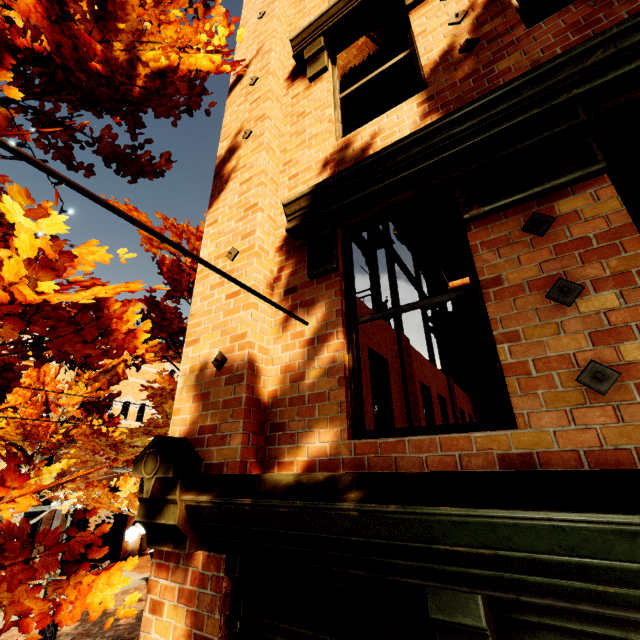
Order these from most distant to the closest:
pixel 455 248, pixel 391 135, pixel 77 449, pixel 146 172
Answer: pixel 455 248 → pixel 77 449 → pixel 146 172 → pixel 391 135

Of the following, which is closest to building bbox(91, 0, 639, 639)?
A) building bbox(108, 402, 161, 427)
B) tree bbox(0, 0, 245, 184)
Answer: tree bbox(0, 0, 245, 184)

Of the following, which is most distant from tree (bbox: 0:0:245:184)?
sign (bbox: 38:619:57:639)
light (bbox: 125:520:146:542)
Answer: sign (bbox: 38:619:57:639)

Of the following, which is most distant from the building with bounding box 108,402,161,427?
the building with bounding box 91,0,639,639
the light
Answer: the building with bounding box 91,0,639,639

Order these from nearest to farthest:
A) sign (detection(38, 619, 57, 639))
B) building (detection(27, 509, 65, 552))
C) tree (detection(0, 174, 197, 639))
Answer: tree (detection(0, 174, 197, 639))
sign (detection(38, 619, 57, 639))
building (detection(27, 509, 65, 552))

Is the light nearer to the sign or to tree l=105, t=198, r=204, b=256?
tree l=105, t=198, r=204, b=256

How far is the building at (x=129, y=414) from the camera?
18.4m

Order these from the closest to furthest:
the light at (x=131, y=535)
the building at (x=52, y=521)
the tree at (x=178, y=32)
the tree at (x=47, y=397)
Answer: the tree at (x=47, y=397) → the tree at (x=178, y=32) → the light at (x=131, y=535) → the building at (x=52, y=521)
